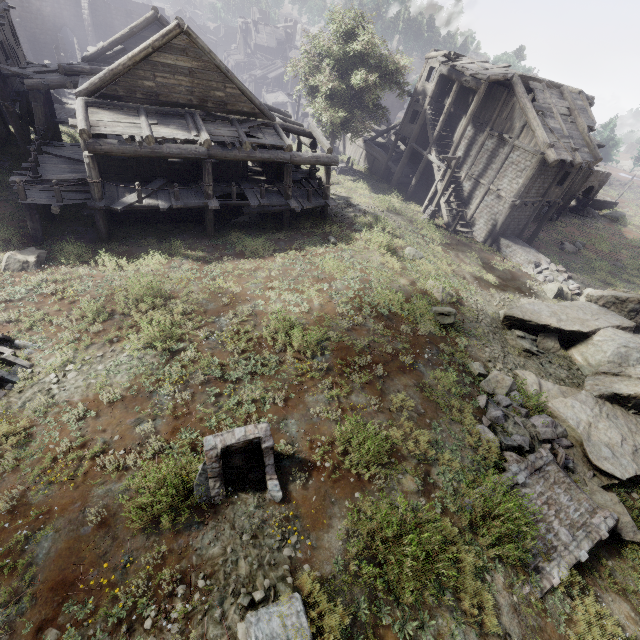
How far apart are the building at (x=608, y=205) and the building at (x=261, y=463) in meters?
53.2

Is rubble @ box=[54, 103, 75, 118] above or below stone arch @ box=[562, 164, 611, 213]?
below

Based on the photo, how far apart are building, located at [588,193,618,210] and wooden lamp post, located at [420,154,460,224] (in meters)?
33.05

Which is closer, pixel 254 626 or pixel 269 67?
pixel 254 626

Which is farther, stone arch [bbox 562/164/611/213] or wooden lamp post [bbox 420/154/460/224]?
stone arch [bbox 562/164/611/213]

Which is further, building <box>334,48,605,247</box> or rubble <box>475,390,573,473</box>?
building <box>334,48,605,247</box>

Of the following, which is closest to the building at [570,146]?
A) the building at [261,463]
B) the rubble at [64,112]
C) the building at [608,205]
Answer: the building at [261,463]

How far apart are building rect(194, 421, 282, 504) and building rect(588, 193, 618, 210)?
53.2 meters
